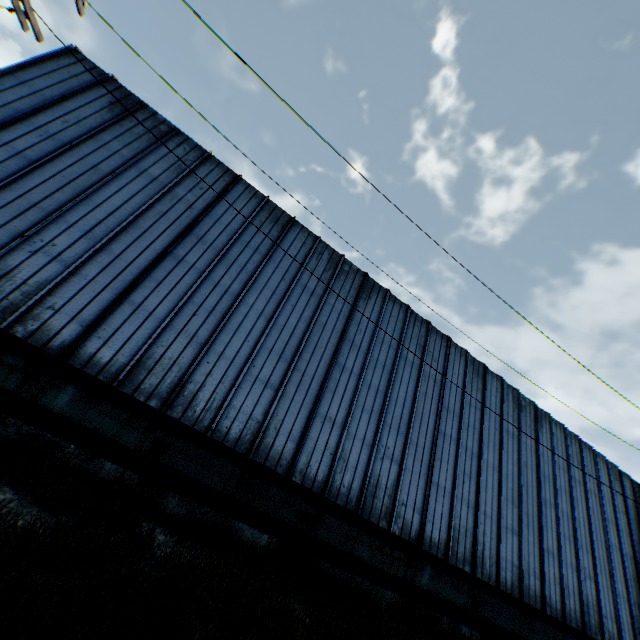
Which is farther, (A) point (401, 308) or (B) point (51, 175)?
(A) point (401, 308)

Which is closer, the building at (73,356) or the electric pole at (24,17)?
the electric pole at (24,17)

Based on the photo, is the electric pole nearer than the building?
Yes
